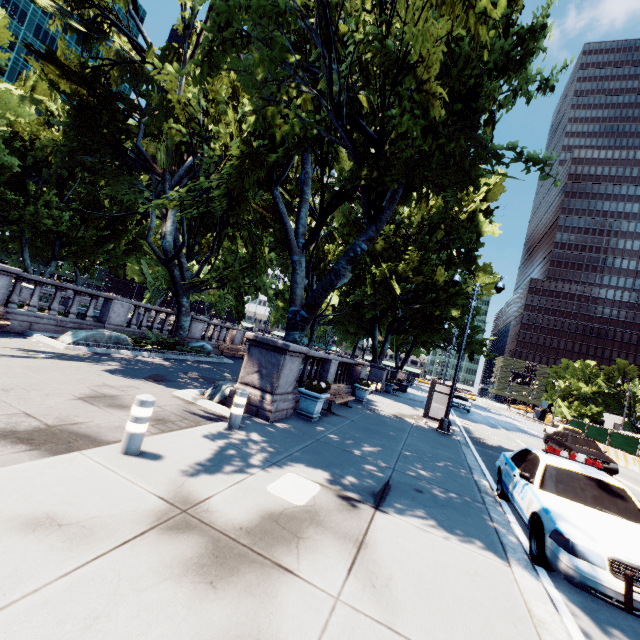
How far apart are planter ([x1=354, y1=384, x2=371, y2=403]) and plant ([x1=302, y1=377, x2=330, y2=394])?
6.81m

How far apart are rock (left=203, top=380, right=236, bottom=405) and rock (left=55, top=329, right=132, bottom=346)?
5.7m

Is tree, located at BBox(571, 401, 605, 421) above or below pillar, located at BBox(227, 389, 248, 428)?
above

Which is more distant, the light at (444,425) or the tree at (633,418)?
the tree at (633,418)

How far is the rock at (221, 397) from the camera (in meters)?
8.97

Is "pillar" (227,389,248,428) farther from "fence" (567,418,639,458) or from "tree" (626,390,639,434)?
"fence" (567,418,639,458)

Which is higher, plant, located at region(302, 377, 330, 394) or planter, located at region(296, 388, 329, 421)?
plant, located at region(302, 377, 330, 394)

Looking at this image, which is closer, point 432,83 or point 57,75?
point 432,83
